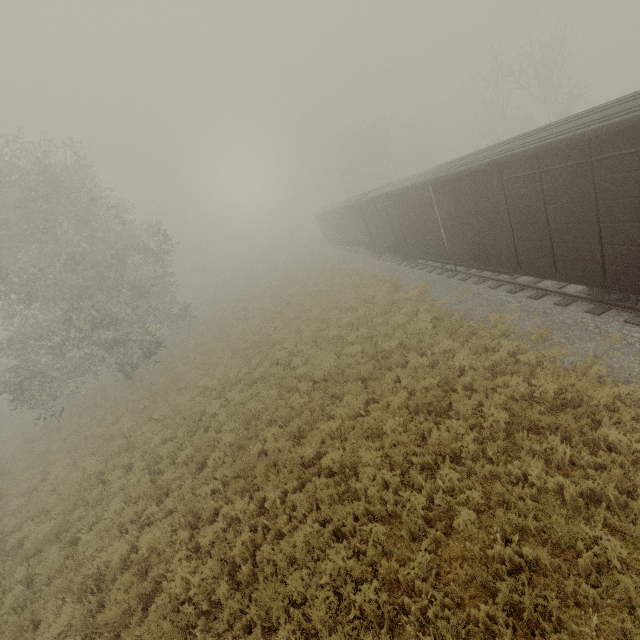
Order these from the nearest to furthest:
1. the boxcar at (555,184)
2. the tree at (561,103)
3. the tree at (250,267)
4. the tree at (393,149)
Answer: the boxcar at (555,184) < the tree at (561,103) < the tree at (393,149) < the tree at (250,267)

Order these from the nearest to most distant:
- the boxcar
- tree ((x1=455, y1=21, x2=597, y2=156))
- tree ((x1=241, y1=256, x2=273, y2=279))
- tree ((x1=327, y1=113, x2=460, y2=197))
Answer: the boxcar, tree ((x1=455, y1=21, x2=597, y2=156)), tree ((x1=327, y1=113, x2=460, y2=197)), tree ((x1=241, y1=256, x2=273, y2=279))

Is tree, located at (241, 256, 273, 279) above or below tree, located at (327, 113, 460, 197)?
below

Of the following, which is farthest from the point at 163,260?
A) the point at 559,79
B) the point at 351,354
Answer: the point at 559,79

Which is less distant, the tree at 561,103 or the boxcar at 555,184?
the boxcar at 555,184

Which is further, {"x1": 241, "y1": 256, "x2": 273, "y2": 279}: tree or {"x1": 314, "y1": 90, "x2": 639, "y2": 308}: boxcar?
{"x1": 241, "y1": 256, "x2": 273, "y2": 279}: tree

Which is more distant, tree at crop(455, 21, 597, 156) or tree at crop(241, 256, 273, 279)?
tree at crop(241, 256, 273, 279)
